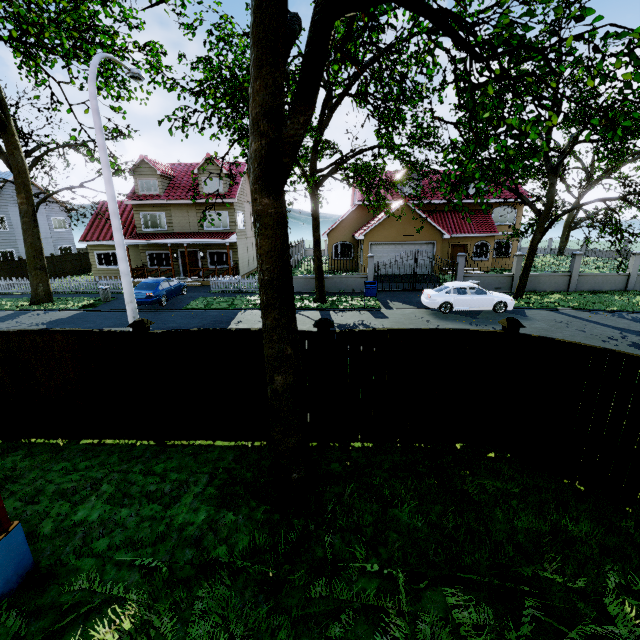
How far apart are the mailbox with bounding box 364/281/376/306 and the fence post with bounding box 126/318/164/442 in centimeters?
1298cm

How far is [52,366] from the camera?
6.2m

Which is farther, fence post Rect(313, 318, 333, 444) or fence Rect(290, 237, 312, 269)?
fence Rect(290, 237, 312, 269)

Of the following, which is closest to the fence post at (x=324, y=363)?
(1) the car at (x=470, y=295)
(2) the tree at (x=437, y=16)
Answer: (2) the tree at (x=437, y=16)

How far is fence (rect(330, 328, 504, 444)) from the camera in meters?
5.8 m

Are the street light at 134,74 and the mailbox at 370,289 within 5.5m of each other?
no

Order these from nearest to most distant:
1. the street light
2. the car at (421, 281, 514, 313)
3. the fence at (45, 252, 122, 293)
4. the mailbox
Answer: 1. the street light
2. the car at (421, 281, 514, 313)
3. the mailbox
4. the fence at (45, 252, 122, 293)

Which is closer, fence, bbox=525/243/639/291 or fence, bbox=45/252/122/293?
fence, bbox=525/243/639/291
